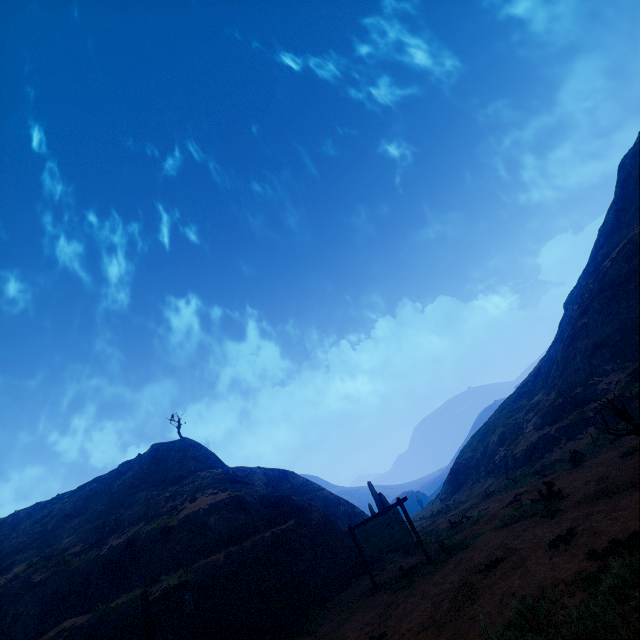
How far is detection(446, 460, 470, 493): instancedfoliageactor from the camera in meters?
38.5 m

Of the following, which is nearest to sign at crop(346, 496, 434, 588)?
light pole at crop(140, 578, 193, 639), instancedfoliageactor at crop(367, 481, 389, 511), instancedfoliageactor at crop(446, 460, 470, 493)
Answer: light pole at crop(140, 578, 193, 639)

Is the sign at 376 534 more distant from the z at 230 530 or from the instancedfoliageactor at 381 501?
the instancedfoliageactor at 381 501

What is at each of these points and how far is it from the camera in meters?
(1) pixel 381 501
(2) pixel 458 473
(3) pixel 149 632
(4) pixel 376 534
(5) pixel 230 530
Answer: (1) instancedfoliageactor, 21.0
(2) instancedfoliageactor, 39.8
(3) light pole, 9.1
(4) sign, 12.8
(5) z, 17.8

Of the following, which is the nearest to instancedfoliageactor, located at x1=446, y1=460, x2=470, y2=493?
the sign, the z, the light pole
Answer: the z

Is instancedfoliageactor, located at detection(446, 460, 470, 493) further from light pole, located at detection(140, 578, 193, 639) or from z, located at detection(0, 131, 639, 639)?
light pole, located at detection(140, 578, 193, 639)

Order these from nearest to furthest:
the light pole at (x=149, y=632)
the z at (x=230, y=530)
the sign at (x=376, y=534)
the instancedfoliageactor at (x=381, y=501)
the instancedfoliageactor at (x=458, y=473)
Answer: the z at (x=230, y=530)
the light pole at (x=149, y=632)
the sign at (x=376, y=534)
the instancedfoliageactor at (x=381, y=501)
the instancedfoliageactor at (x=458, y=473)

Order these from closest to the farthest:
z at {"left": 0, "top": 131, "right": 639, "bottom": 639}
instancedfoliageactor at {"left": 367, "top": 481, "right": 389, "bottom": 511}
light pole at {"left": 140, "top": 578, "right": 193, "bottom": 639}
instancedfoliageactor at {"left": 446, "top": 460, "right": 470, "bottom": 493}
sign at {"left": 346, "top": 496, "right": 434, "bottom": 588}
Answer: z at {"left": 0, "top": 131, "right": 639, "bottom": 639} < light pole at {"left": 140, "top": 578, "right": 193, "bottom": 639} < sign at {"left": 346, "top": 496, "right": 434, "bottom": 588} < instancedfoliageactor at {"left": 367, "top": 481, "right": 389, "bottom": 511} < instancedfoliageactor at {"left": 446, "top": 460, "right": 470, "bottom": 493}
